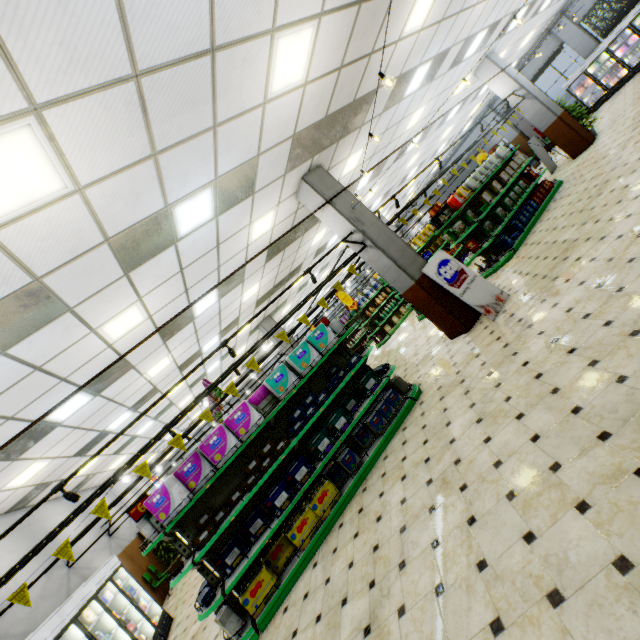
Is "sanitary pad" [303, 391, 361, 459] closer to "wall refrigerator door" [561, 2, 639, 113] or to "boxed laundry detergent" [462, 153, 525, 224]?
"boxed laundry detergent" [462, 153, 525, 224]

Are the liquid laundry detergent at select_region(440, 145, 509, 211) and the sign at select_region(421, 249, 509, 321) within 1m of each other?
no

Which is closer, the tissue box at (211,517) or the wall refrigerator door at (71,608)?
the tissue box at (211,517)

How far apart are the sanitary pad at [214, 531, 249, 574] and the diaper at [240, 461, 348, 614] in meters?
0.3 m

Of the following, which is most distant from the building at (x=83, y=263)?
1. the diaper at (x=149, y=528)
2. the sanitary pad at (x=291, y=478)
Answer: the diaper at (x=149, y=528)

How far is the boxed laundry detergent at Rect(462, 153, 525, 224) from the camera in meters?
9.1

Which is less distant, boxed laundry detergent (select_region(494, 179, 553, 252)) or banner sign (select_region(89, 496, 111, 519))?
banner sign (select_region(89, 496, 111, 519))

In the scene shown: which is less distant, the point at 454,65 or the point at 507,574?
the point at 507,574
